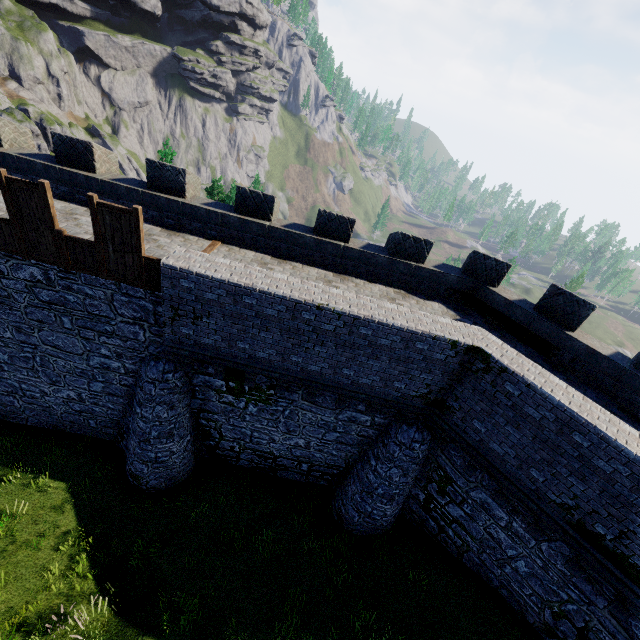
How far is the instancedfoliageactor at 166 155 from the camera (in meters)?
17.50

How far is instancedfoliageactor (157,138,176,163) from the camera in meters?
17.5 m

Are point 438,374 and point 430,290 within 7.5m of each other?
yes
